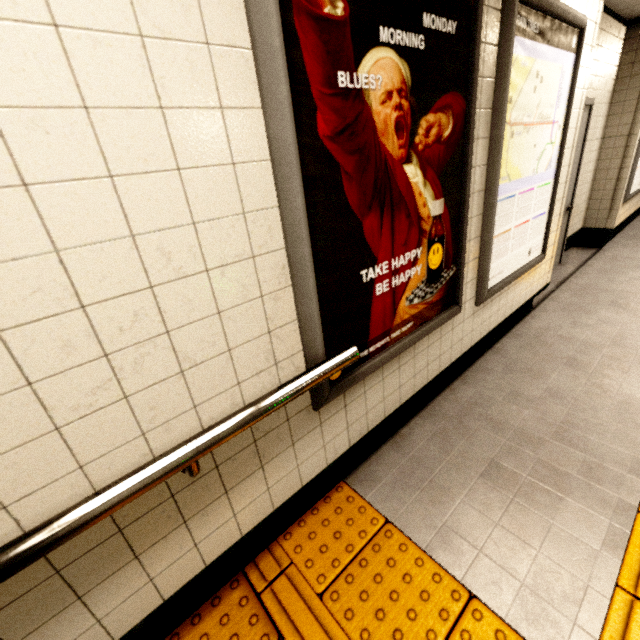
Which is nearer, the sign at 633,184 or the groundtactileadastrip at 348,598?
the groundtactileadastrip at 348,598

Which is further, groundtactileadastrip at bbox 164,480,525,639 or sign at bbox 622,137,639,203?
sign at bbox 622,137,639,203

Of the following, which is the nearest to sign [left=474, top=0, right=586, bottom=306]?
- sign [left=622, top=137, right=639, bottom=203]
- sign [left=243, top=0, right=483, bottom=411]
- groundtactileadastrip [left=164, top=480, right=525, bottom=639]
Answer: sign [left=243, top=0, right=483, bottom=411]

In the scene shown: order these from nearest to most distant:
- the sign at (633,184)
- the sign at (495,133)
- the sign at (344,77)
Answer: the sign at (344,77), the sign at (495,133), the sign at (633,184)

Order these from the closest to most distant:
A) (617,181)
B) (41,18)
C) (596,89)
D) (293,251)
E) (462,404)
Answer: (41,18), (293,251), (462,404), (596,89), (617,181)

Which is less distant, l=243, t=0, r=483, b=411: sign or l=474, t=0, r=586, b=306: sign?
l=243, t=0, r=483, b=411: sign

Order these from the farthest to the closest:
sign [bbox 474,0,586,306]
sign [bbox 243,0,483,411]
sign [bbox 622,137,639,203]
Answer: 1. sign [bbox 622,137,639,203]
2. sign [bbox 474,0,586,306]
3. sign [bbox 243,0,483,411]

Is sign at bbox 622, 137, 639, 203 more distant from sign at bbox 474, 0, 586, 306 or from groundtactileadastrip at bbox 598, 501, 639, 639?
sign at bbox 474, 0, 586, 306
